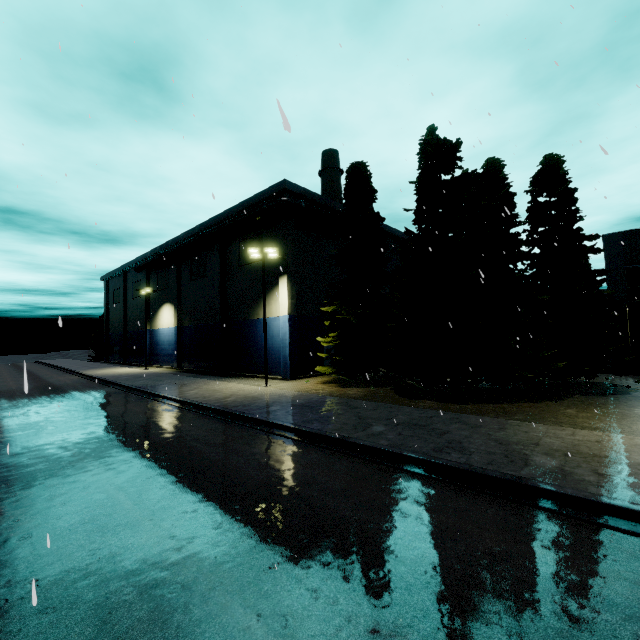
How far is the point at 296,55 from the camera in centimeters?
1191cm

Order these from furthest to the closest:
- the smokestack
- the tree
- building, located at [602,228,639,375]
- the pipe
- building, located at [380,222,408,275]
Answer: the smokestack < building, located at [380,222,408,275] < the pipe < building, located at [602,228,639,375] < the tree

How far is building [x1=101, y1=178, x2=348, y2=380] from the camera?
26.4m

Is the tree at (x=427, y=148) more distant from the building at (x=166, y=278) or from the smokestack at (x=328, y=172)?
the building at (x=166, y=278)

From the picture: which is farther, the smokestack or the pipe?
the smokestack

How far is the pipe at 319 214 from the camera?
25.4 meters

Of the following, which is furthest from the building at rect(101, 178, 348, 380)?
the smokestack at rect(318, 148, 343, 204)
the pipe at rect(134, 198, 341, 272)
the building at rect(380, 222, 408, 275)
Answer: the smokestack at rect(318, 148, 343, 204)

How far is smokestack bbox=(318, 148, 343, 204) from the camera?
41.91m
